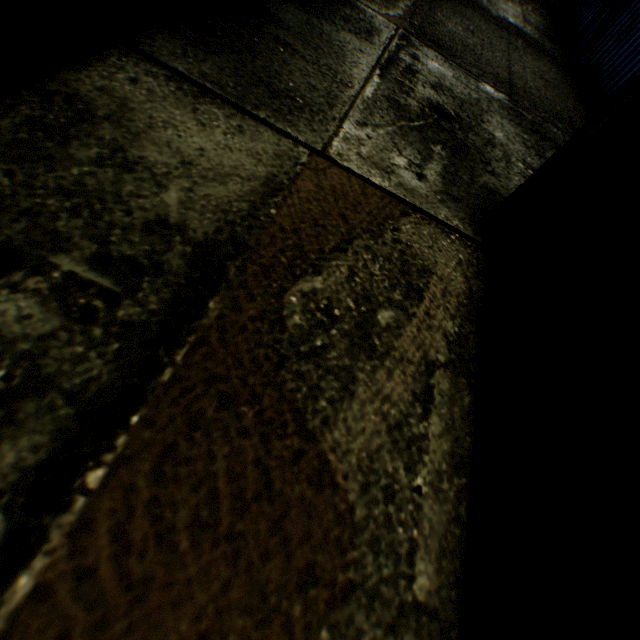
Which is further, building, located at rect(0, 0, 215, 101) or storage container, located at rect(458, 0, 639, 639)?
building, located at rect(0, 0, 215, 101)

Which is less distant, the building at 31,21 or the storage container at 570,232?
the storage container at 570,232

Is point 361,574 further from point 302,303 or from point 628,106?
point 628,106
